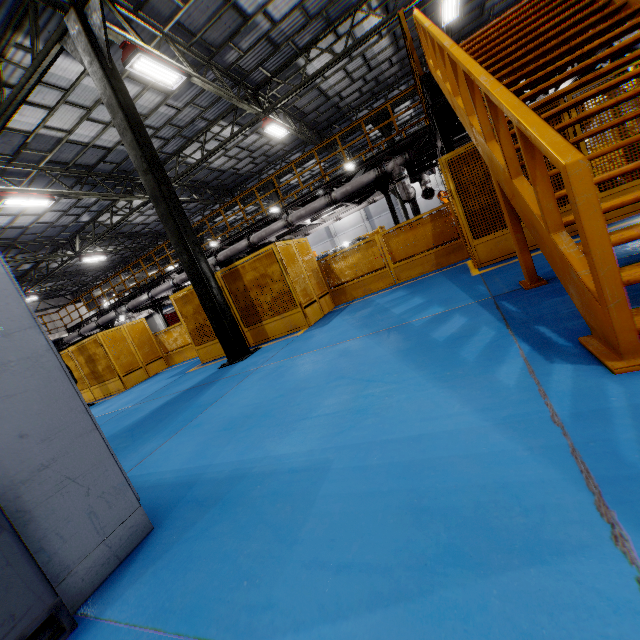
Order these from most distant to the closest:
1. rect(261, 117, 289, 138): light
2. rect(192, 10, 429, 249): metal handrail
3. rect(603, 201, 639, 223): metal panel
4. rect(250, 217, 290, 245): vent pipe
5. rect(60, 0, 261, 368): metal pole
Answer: rect(261, 117, 289, 138): light, rect(250, 217, 290, 245): vent pipe, rect(192, 10, 429, 249): metal handrail, rect(60, 0, 261, 368): metal pole, rect(603, 201, 639, 223): metal panel

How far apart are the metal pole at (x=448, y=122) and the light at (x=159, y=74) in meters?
6.9 m

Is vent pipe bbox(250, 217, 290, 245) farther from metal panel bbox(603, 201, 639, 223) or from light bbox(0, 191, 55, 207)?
light bbox(0, 191, 55, 207)

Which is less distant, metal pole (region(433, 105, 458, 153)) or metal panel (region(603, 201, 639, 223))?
metal panel (region(603, 201, 639, 223))

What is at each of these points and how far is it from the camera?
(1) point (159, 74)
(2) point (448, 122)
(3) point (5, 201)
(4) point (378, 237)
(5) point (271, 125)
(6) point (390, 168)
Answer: (1) light, 8.6 meters
(2) metal pole, 7.1 meters
(3) light, 11.2 meters
(4) metal panel, 21.5 meters
(5) light, 13.7 meters
(6) vent pipe, 10.9 meters

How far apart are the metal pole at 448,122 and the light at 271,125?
8.4 meters

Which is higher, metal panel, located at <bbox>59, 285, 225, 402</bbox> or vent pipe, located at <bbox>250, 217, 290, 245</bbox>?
vent pipe, located at <bbox>250, 217, 290, 245</bbox>

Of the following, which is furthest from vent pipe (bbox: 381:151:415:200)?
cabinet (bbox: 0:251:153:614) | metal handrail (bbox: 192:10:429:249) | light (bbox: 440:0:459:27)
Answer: cabinet (bbox: 0:251:153:614)
